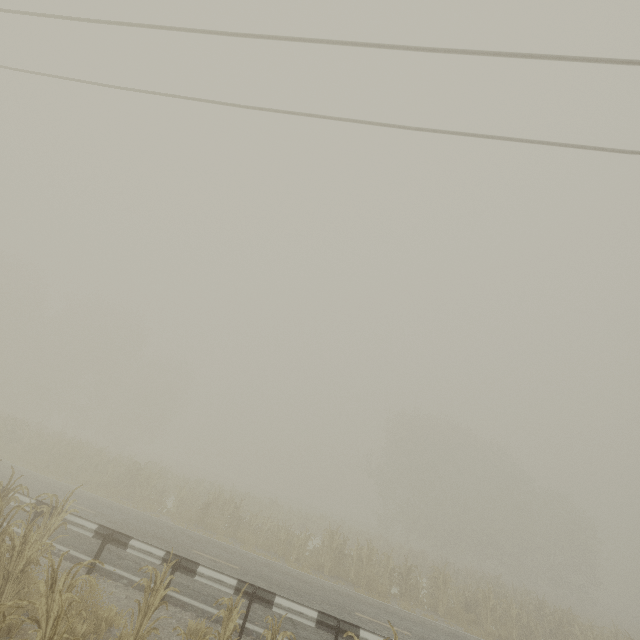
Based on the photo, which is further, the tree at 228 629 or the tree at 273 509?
the tree at 273 509

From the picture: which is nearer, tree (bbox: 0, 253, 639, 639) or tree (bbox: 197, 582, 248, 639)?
tree (bbox: 197, 582, 248, 639)

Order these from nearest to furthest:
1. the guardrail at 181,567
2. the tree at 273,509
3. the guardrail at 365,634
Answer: the tree at 273,509 → the guardrail at 365,634 → the guardrail at 181,567

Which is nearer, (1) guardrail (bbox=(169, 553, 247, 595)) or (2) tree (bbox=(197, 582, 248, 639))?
(2) tree (bbox=(197, 582, 248, 639))

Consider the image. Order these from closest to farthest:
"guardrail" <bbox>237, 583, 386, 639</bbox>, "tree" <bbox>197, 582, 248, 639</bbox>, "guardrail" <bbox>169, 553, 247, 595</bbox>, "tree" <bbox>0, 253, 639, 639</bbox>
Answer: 1. "tree" <bbox>197, 582, 248, 639</bbox>
2. "tree" <bbox>0, 253, 639, 639</bbox>
3. "guardrail" <bbox>237, 583, 386, 639</bbox>
4. "guardrail" <bbox>169, 553, 247, 595</bbox>

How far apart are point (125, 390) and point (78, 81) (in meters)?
47.85

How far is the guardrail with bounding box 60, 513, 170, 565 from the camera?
8.0 meters
